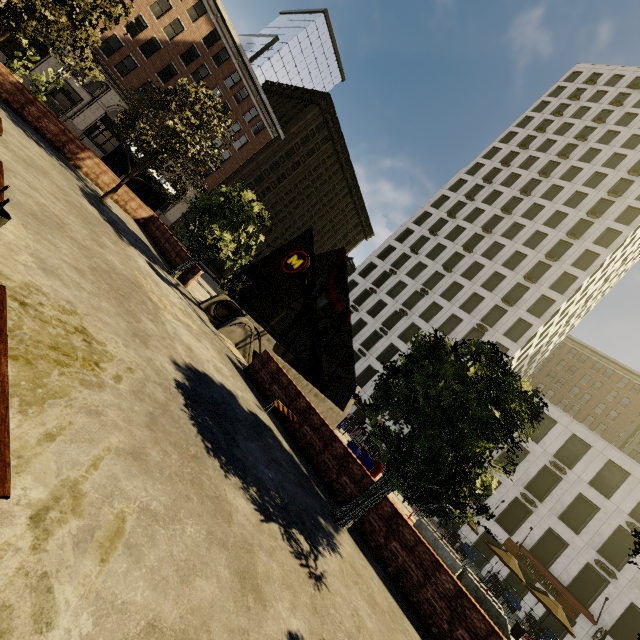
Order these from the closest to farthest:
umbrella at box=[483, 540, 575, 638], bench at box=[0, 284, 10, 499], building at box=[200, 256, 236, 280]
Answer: bench at box=[0, 284, 10, 499] → umbrella at box=[483, 540, 575, 638] → building at box=[200, 256, 236, 280]

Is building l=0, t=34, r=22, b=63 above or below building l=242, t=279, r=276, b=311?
below

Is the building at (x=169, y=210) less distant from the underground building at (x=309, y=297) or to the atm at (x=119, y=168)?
the atm at (x=119, y=168)

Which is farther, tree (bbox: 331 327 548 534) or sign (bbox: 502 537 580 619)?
sign (bbox: 502 537 580 619)

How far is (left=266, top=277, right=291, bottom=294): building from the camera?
57.25m

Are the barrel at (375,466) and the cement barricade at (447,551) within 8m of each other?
yes

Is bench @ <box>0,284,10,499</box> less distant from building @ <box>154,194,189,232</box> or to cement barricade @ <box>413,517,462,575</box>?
cement barricade @ <box>413,517,462,575</box>

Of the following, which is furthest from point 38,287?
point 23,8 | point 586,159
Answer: point 586,159
